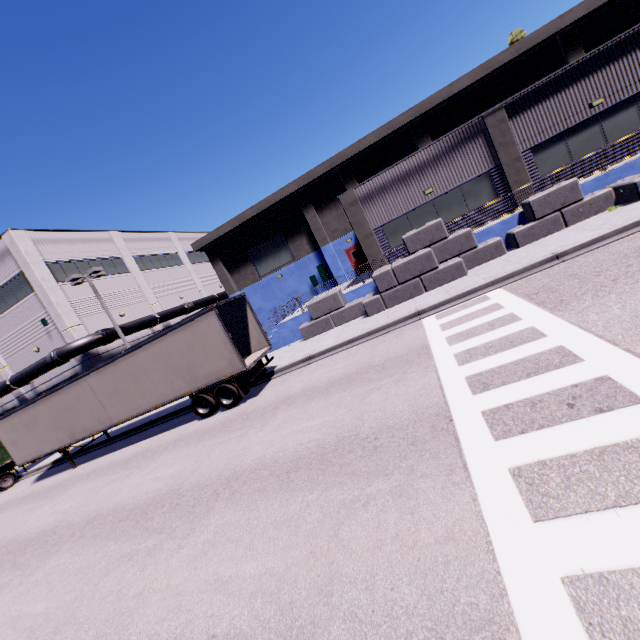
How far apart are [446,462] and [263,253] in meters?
26.7

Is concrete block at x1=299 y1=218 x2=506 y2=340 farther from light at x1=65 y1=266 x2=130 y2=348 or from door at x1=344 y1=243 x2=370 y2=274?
door at x1=344 y1=243 x2=370 y2=274

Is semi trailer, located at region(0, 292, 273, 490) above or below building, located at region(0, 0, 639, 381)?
below

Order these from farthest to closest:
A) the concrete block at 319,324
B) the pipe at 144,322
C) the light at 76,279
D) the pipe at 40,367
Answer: the pipe at 144,322, the pipe at 40,367, the light at 76,279, the concrete block at 319,324

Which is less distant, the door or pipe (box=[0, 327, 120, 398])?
pipe (box=[0, 327, 120, 398])

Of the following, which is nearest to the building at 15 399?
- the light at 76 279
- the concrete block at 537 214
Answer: the concrete block at 537 214

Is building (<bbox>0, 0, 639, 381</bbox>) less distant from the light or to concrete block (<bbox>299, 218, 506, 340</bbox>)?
concrete block (<bbox>299, 218, 506, 340</bbox>)

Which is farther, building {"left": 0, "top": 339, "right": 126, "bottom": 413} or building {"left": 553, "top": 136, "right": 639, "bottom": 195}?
building {"left": 0, "top": 339, "right": 126, "bottom": 413}
